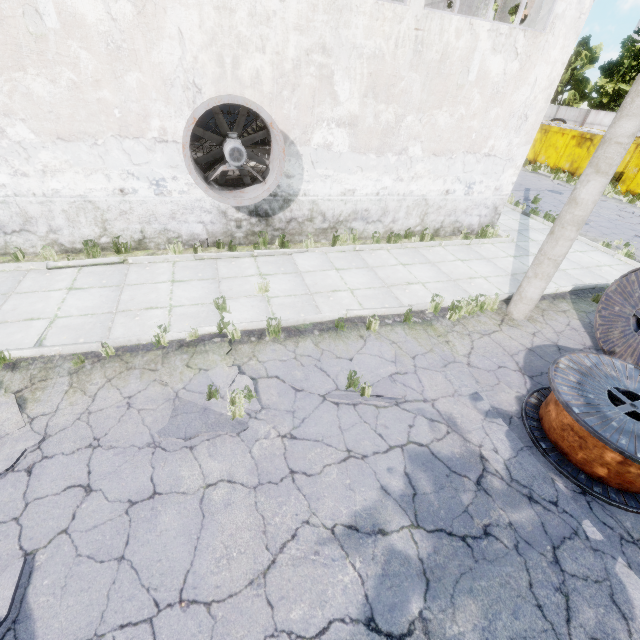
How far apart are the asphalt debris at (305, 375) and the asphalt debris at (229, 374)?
0.55m

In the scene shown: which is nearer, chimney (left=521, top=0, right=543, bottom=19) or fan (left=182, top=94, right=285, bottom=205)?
fan (left=182, top=94, right=285, bottom=205)

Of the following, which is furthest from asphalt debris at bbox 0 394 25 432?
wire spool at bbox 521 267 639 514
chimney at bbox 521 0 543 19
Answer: chimney at bbox 521 0 543 19

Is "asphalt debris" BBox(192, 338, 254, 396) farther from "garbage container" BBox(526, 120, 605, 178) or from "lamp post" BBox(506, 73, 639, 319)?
"garbage container" BBox(526, 120, 605, 178)

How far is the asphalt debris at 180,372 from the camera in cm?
504

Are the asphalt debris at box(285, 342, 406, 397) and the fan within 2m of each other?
no

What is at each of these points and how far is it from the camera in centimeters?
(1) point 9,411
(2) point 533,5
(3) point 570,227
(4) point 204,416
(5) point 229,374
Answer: (1) asphalt debris, 435cm
(2) chimney, 5816cm
(3) lamp post, 607cm
(4) asphalt debris, 456cm
(5) asphalt debris, 521cm

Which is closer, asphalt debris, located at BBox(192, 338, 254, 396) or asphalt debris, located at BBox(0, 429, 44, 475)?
asphalt debris, located at BBox(0, 429, 44, 475)
